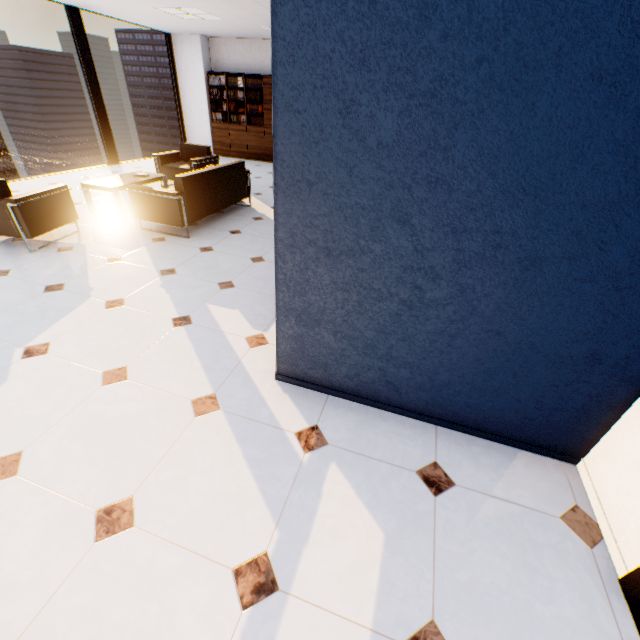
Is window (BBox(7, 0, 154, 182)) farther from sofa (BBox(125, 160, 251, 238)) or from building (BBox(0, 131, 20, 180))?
building (BBox(0, 131, 20, 180))

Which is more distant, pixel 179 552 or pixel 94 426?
pixel 94 426

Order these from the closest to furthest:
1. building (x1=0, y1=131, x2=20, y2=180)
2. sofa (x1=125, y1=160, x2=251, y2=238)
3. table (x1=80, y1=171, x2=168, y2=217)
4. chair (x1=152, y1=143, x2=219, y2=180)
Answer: sofa (x1=125, y1=160, x2=251, y2=238)
table (x1=80, y1=171, x2=168, y2=217)
chair (x1=152, y1=143, x2=219, y2=180)
building (x1=0, y1=131, x2=20, y2=180)

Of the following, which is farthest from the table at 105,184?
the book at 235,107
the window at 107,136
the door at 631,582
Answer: the door at 631,582

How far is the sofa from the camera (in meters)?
4.25

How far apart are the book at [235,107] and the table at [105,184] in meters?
5.1 m

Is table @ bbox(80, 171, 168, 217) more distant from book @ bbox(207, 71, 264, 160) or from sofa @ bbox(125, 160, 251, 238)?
book @ bbox(207, 71, 264, 160)

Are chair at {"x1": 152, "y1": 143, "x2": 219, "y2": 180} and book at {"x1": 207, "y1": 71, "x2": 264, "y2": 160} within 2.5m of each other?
no
